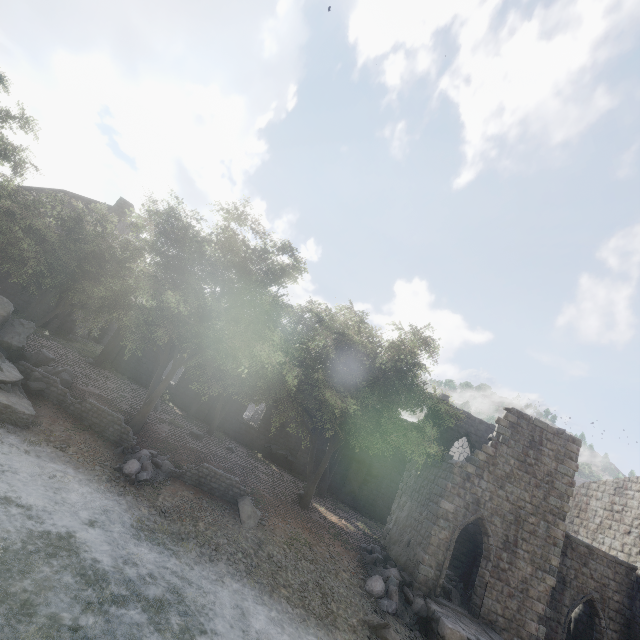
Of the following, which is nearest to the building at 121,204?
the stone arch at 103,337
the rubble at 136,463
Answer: the stone arch at 103,337

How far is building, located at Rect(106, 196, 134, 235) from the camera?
31.0m

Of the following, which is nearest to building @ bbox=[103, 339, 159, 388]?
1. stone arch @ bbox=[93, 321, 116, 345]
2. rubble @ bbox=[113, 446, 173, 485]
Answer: stone arch @ bbox=[93, 321, 116, 345]

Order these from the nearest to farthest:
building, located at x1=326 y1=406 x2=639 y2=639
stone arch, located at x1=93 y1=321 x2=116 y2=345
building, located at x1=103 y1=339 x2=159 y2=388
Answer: building, located at x1=326 y1=406 x2=639 y2=639 → building, located at x1=103 y1=339 x2=159 y2=388 → stone arch, located at x1=93 y1=321 x2=116 y2=345

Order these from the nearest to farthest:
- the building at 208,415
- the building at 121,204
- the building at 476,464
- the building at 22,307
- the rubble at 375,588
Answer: the rubble at 375,588 < the building at 476,464 < the building at 22,307 < the building at 208,415 < the building at 121,204

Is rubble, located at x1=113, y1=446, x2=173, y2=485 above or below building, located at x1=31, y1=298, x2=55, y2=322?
below

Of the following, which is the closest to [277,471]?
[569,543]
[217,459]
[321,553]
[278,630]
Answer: [217,459]
